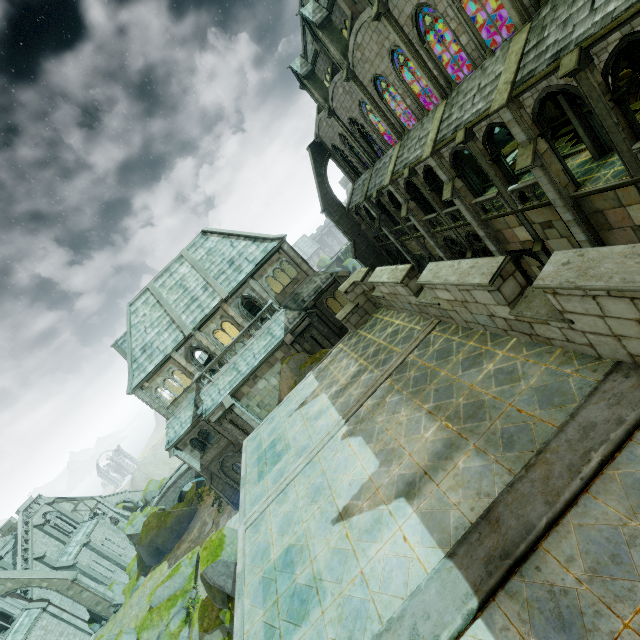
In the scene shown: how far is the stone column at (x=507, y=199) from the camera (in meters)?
16.92

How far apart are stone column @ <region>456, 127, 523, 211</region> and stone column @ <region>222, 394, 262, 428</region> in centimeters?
2262cm

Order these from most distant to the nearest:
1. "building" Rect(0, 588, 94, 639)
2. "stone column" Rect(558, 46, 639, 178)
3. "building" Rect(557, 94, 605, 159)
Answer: "building" Rect(0, 588, 94, 639)
"building" Rect(557, 94, 605, 159)
"stone column" Rect(558, 46, 639, 178)

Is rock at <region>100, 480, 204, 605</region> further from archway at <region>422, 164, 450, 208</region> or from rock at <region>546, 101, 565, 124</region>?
rock at <region>546, 101, 565, 124</region>

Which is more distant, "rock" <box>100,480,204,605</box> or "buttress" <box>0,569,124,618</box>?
"rock" <box>100,480,204,605</box>

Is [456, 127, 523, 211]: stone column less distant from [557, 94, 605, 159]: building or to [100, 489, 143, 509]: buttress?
[557, 94, 605, 159]: building

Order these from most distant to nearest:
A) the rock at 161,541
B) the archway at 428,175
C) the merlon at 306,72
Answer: the rock at 161,541 < the merlon at 306,72 < the archway at 428,175

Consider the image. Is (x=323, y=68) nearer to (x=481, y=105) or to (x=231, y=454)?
(x=481, y=105)
